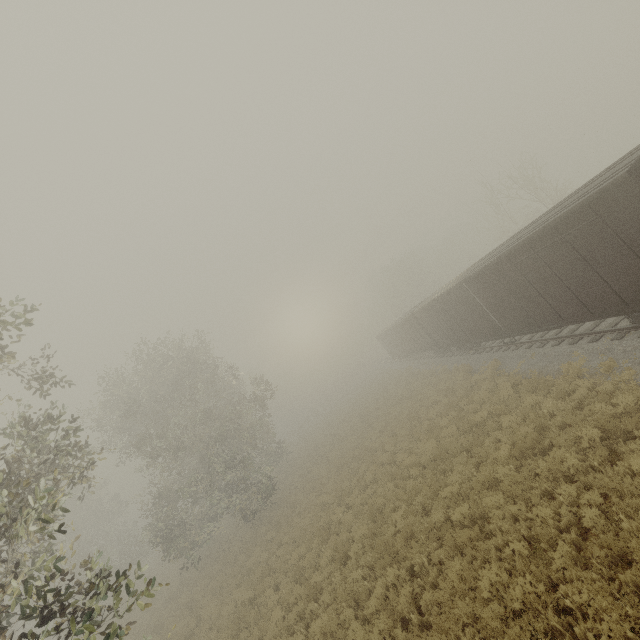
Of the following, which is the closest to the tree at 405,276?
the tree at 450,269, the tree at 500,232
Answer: the tree at 450,269

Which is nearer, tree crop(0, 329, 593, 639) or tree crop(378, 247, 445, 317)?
tree crop(0, 329, 593, 639)

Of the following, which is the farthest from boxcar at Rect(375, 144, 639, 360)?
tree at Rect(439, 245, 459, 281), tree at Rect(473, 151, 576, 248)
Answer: tree at Rect(439, 245, 459, 281)

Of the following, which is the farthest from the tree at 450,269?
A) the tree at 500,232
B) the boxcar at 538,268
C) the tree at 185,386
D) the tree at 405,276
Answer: the tree at 185,386

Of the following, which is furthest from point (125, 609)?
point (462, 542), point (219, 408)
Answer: point (462, 542)

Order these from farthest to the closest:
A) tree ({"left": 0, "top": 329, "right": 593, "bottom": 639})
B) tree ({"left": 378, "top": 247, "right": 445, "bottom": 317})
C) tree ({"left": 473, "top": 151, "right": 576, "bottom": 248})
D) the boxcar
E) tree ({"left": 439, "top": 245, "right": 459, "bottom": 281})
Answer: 1. tree ({"left": 439, "top": 245, "right": 459, "bottom": 281})
2. tree ({"left": 378, "top": 247, "right": 445, "bottom": 317})
3. tree ({"left": 473, "top": 151, "right": 576, "bottom": 248})
4. the boxcar
5. tree ({"left": 0, "top": 329, "right": 593, "bottom": 639})

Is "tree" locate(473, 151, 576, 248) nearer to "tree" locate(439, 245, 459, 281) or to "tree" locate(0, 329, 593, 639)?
"tree" locate(439, 245, 459, 281)

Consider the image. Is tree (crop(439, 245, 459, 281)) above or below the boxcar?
above
